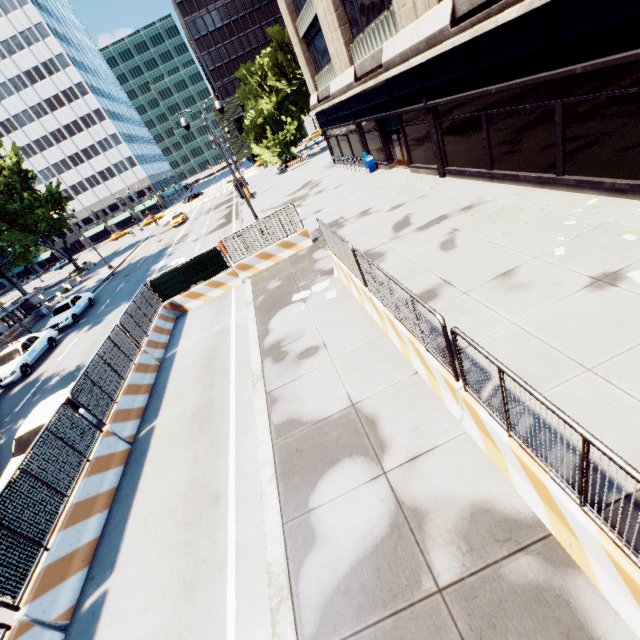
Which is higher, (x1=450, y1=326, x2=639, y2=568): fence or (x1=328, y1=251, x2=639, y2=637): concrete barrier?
(x1=450, y1=326, x2=639, y2=568): fence

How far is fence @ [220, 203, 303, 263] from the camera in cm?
1497

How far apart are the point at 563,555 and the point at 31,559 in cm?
832

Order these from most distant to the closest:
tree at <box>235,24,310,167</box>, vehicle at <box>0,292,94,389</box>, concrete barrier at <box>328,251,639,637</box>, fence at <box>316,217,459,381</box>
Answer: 1. tree at <box>235,24,310,167</box>
2. vehicle at <box>0,292,94,389</box>
3. fence at <box>316,217,459,381</box>
4. concrete barrier at <box>328,251,639,637</box>

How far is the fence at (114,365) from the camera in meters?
8.5

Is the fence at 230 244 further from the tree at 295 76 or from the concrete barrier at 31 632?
the tree at 295 76

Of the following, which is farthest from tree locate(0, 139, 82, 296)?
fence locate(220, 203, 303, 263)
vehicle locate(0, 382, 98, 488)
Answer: fence locate(220, 203, 303, 263)
